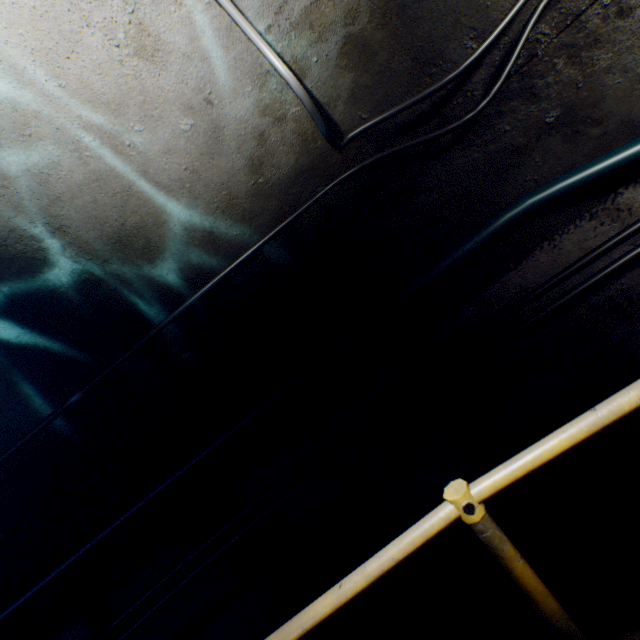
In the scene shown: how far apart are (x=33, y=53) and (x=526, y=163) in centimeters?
250cm

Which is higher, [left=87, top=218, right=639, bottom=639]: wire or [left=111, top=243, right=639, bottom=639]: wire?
[left=87, top=218, right=639, bottom=639]: wire

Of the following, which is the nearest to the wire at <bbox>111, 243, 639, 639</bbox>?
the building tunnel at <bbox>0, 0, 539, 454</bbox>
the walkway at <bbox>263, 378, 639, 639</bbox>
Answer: the building tunnel at <bbox>0, 0, 539, 454</bbox>

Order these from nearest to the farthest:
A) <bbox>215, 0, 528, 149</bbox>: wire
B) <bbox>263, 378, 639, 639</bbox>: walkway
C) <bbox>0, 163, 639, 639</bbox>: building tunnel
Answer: <bbox>263, 378, 639, 639</bbox>: walkway, <bbox>215, 0, 528, 149</bbox>: wire, <bbox>0, 163, 639, 639</bbox>: building tunnel

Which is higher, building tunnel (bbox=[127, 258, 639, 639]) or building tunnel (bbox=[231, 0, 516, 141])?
building tunnel (bbox=[231, 0, 516, 141])

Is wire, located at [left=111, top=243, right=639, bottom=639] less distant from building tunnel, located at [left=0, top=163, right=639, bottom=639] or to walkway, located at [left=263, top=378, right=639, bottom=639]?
building tunnel, located at [left=0, top=163, right=639, bottom=639]

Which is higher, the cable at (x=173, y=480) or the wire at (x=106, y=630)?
the cable at (x=173, y=480)

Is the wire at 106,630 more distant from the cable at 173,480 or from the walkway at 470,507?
the walkway at 470,507
